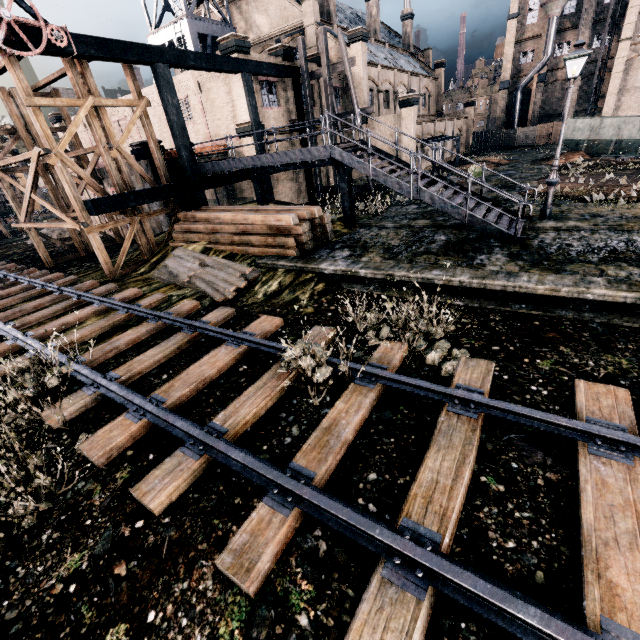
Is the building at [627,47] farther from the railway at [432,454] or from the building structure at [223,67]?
the railway at [432,454]

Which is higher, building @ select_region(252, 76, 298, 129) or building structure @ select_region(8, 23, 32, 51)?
building structure @ select_region(8, 23, 32, 51)

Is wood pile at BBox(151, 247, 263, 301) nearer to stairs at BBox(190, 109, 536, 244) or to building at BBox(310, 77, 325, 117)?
stairs at BBox(190, 109, 536, 244)

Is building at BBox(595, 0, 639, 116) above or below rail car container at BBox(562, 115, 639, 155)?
above

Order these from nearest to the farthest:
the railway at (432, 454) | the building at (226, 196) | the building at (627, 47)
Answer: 1. the railway at (432, 454)
2. the building at (226, 196)
3. the building at (627, 47)

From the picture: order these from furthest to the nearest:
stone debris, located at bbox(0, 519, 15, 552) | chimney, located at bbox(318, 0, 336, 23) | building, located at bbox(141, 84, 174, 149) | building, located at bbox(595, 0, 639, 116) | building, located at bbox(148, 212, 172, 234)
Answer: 1. building, located at bbox(595, 0, 639, 116)
2. chimney, located at bbox(318, 0, 336, 23)
3. building, located at bbox(141, 84, 174, 149)
4. building, located at bbox(148, 212, 172, 234)
5. stone debris, located at bbox(0, 519, 15, 552)

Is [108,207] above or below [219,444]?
above

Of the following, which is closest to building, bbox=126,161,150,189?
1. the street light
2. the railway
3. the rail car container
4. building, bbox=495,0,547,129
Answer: the railway
